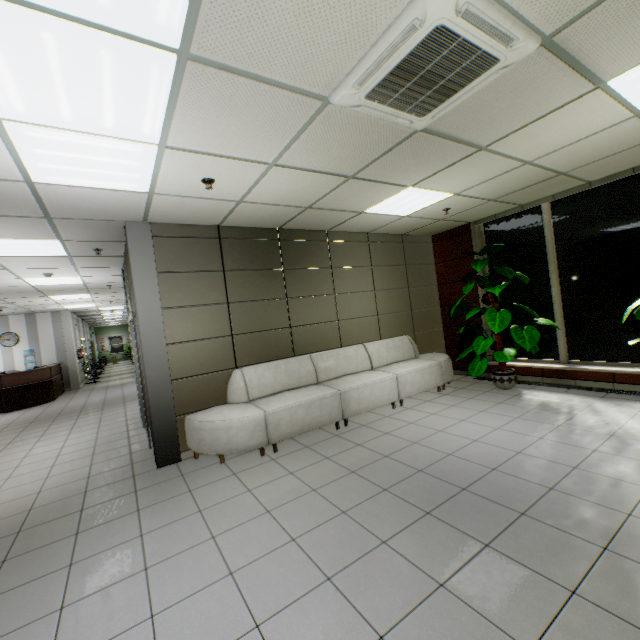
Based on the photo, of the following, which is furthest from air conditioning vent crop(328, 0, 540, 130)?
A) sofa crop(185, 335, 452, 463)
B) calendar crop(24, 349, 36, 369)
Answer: calendar crop(24, 349, 36, 369)

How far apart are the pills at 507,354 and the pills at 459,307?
0.2m

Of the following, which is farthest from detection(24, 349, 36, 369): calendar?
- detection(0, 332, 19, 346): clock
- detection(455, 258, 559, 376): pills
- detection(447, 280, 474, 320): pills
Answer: detection(455, 258, 559, 376): pills

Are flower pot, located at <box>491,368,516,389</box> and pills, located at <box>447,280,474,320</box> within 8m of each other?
yes

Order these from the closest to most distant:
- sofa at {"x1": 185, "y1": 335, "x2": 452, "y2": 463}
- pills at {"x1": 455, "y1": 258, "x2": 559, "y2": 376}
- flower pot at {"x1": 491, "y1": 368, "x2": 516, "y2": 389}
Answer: sofa at {"x1": 185, "y1": 335, "x2": 452, "y2": 463} < pills at {"x1": 455, "y1": 258, "x2": 559, "y2": 376} < flower pot at {"x1": 491, "y1": 368, "x2": 516, "y2": 389}

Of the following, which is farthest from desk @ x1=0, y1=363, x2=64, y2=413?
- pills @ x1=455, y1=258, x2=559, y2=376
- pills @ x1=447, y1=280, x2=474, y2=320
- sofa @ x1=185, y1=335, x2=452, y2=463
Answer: pills @ x1=455, y1=258, x2=559, y2=376

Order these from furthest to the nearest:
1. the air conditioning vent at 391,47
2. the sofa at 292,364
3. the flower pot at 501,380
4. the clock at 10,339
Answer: the clock at 10,339 → the flower pot at 501,380 → the sofa at 292,364 → the air conditioning vent at 391,47

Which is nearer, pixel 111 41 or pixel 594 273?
pixel 111 41
